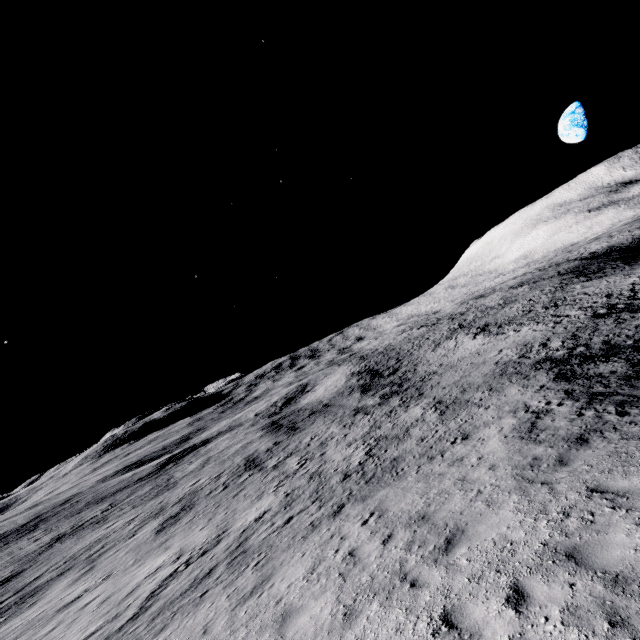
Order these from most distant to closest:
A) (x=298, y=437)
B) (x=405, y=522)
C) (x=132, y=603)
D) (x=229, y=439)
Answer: (x=229, y=439) → (x=298, y=437) → (x=132, y=603) → (x=405, y=522)
